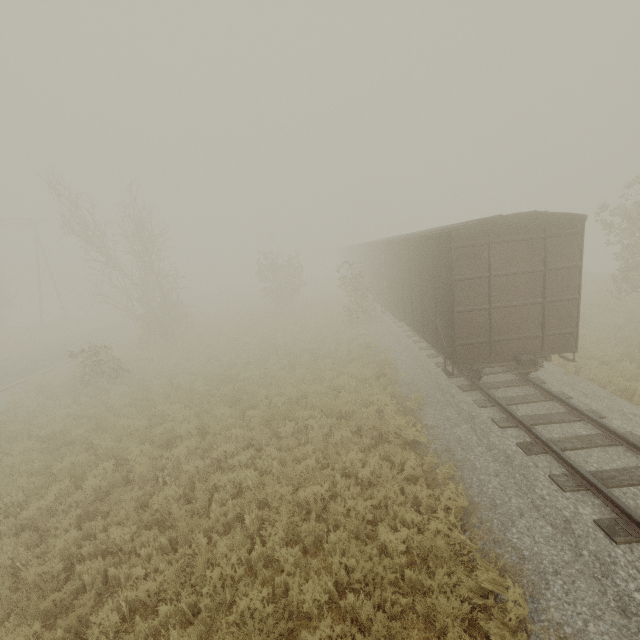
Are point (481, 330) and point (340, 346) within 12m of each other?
yes

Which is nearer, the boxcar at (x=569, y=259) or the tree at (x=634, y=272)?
the boxcar at (x=569, y=259)

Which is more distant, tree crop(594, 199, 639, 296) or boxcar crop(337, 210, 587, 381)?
tree crop(594, 199, 639, 296)

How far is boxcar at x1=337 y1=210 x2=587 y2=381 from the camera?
8.23m

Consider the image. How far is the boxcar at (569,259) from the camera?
8.2 meters
